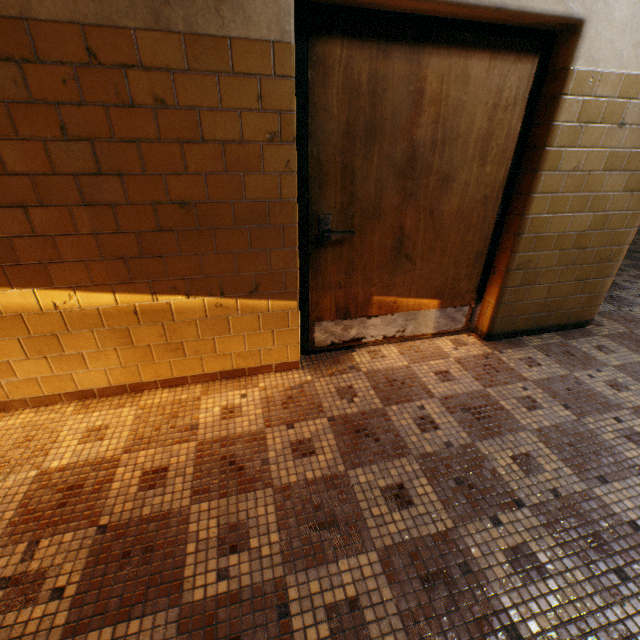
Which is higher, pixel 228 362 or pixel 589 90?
pixel 589 90
